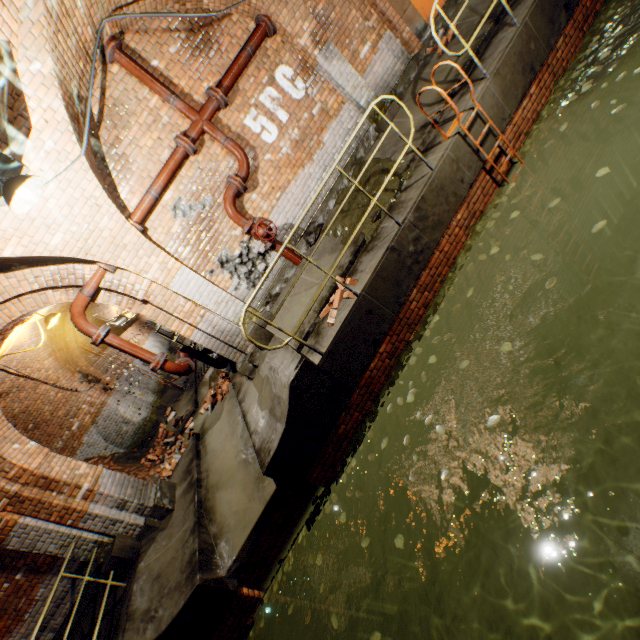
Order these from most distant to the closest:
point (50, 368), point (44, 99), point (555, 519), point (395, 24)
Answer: point (50, 368), point (395, 24), point (555, 519), point (44, 99)

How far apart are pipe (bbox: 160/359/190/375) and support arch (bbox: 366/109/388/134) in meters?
5.3 m

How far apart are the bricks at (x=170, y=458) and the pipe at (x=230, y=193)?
6.1 meters

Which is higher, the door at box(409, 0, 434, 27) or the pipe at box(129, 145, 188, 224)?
the pipe at box(129, 145, 188, 224)

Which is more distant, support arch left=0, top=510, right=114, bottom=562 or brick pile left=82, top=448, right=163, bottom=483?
brick pile left=82, top=448, right=163, bottom=483

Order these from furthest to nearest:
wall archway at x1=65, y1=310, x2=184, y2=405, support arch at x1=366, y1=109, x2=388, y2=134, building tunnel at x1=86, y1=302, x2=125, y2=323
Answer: building tunnel at x1=86, y1=302, x2=125, y2=323 → wall archway at x1=65, y1=310, x2=184, y2=405 → support arch at x1=366, y1=109, x2=388, y2=134

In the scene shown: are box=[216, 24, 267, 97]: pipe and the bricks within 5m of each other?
no

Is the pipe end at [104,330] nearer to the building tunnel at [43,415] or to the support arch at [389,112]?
the building tunnel at [43,415]
